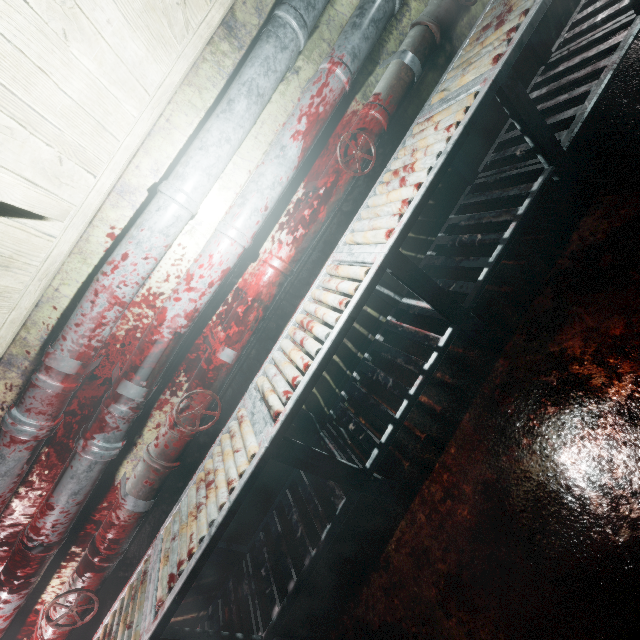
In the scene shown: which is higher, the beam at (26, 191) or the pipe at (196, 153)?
the beam at (26, 191)

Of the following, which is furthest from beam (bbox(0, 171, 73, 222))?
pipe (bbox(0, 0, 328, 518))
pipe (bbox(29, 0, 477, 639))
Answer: pipe (bbox(29, 0, 477, 639))

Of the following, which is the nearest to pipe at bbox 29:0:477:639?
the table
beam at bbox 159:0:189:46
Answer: the table

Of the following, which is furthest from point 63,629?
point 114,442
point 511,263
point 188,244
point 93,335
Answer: point 511,263

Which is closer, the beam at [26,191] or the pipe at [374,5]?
the beam at [26,191]

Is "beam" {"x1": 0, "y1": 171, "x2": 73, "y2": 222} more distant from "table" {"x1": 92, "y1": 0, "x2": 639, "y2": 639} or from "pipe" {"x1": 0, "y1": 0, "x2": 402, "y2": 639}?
"table" {"x1": 92, "y1": 0, "x2": 639, "y2": 639}

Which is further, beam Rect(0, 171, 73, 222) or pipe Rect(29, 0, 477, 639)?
pipe Rect(29, 0, 477, 639)
